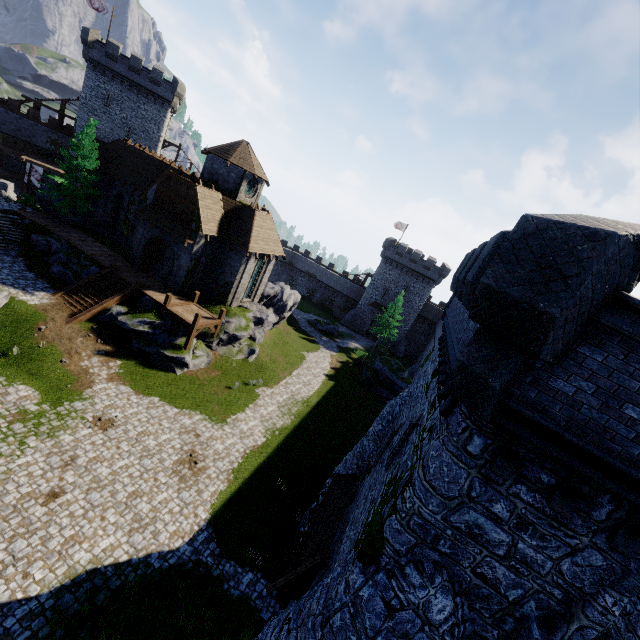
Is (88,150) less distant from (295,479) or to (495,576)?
(295,479)

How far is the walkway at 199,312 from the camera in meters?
24.2 m

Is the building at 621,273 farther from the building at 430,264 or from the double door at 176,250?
the building at 430,264

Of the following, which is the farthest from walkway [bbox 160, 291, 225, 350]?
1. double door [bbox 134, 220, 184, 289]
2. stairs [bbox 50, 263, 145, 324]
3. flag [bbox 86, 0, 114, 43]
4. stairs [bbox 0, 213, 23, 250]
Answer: flag [bbox 86, 0, 114, 43]

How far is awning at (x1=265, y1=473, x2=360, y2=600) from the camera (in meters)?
9.97

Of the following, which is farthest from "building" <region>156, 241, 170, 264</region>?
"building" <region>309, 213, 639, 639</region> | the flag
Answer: the flag

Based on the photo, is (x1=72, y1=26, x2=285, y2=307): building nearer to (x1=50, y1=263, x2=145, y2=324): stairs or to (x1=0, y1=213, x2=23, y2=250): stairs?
(x1=50, y1=263, x2=145, y2=324): stairs

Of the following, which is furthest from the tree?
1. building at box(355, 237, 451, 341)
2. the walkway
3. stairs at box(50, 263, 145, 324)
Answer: building at box(355, 237, 451, 341)
